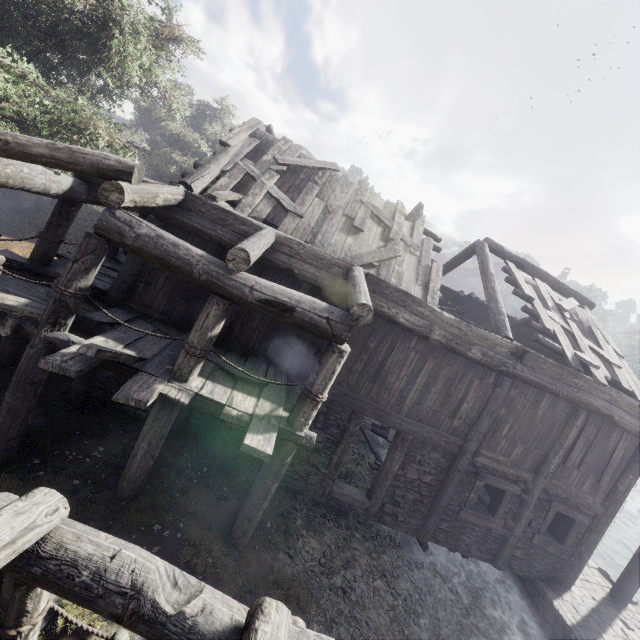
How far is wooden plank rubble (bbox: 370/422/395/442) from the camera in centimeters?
1444cm

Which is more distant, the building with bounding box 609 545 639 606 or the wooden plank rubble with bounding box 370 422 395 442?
the wooden plank rubble with bounding box 370 422 395 442

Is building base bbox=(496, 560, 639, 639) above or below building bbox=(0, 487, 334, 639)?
below

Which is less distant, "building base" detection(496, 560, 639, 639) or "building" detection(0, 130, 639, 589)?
"building" detection(0, 130, 639, 589)

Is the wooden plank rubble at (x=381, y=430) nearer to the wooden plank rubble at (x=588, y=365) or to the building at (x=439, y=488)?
the building at (x=439, y=488)

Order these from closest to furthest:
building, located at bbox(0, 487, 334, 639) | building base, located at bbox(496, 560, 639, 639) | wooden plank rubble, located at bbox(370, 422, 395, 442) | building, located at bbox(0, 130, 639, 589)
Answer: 1. building, located at bbox(0, 487, 334, 639)
2. building, located at bbox(0, 130, 639, 589)
3. building base, located at bbox(496, 560, 639, 639)
4. wooden plank rubble, located at bbox(370, 422, 395, 442)

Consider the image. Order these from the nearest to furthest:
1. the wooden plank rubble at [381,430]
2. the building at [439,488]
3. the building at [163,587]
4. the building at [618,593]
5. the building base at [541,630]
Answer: the building at [163,587] → the building at [439,488] → the building base at [541,630] → the building at [618,593] → the wooden plank rubble at [381,430]

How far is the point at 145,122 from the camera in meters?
22.7
